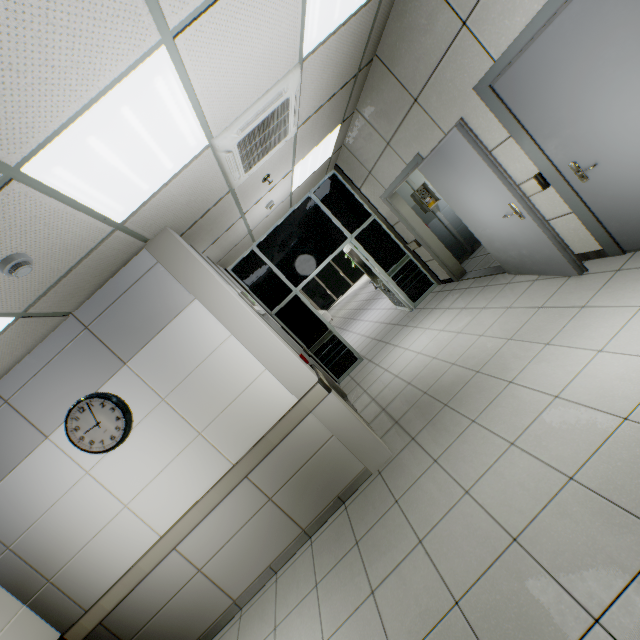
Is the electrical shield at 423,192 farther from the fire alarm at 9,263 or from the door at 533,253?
the fire alarm at 9,263

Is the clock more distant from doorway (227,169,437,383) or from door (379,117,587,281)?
door (379,117,587,281)

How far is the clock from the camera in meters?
3.0 m

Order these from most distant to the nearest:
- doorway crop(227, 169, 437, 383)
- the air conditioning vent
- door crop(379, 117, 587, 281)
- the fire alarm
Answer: doorway crop(227, 169, 437, 383)
door crop(379, 117, 587, 281)
the air conditioning vent
the fire alarm

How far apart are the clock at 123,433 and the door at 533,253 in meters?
4.2 m

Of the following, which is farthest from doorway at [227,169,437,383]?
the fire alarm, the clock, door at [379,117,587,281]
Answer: the fire alarm

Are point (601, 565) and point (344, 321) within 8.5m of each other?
no
